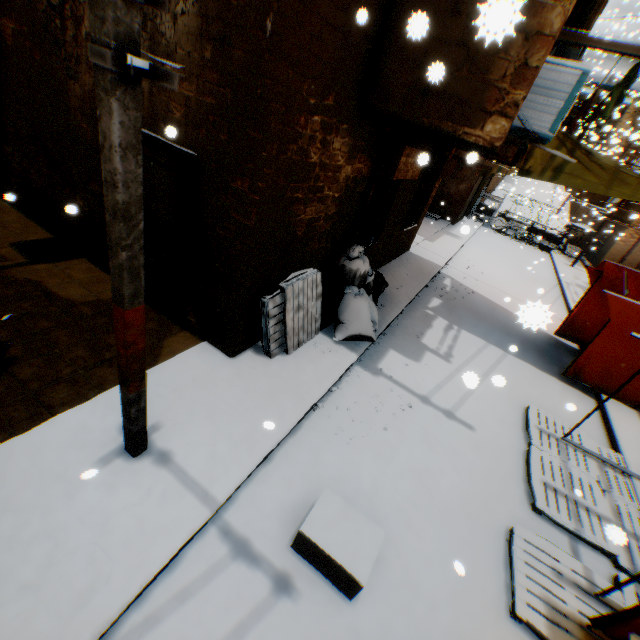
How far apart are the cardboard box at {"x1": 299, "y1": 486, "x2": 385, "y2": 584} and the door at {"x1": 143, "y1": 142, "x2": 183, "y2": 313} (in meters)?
3.56

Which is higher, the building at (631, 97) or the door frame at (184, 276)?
the building at (631, 97)

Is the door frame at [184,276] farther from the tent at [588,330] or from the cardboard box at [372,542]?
the cardboard box at [372,542]

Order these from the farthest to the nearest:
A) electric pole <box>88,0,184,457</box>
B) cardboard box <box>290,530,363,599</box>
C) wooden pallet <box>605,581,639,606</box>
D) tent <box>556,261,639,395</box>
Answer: tent <box>556,261,639,395</box>, wooden pallet <box>605,581,639,606</box>, cardboard box <box>290,530,363,599</box>, electric pole <box>88,0,184,457</box>

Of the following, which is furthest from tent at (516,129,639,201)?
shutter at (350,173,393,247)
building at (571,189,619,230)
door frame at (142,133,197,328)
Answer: building at (571,189,619,230)

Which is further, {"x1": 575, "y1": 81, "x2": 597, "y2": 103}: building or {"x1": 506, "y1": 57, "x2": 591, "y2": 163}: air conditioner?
{"x1": 575, "y1": 81, "x2": 597, "y2": 103}: building

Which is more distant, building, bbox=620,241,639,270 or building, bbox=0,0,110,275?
building, bbox=620,241,639,270

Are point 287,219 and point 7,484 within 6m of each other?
yes
